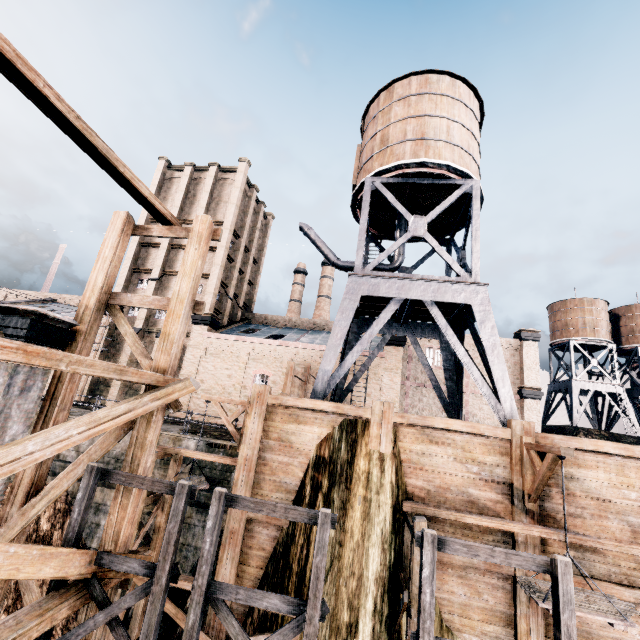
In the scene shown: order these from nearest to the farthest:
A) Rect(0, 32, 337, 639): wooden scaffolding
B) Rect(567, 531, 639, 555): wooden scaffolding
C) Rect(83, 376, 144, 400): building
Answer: Rect(0, 32, 337, 639): wooden scaffolding → Rect(567, 531, 639, 555): wooden scaffolding → Rect(83, 376, 144, 400): building

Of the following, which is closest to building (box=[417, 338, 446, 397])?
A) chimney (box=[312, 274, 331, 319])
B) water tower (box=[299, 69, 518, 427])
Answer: water tower (box=[299, 69, 518, 427])

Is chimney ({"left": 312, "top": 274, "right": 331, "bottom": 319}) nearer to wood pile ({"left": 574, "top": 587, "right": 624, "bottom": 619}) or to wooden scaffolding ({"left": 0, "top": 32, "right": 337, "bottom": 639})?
wooden scaffolding ({"left": 0, "top": 32, "right": 337, "bottom": 639})

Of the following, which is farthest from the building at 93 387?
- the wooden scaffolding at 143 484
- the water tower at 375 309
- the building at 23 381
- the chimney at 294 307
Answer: the building at 23 381

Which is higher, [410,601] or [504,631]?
[410,601]

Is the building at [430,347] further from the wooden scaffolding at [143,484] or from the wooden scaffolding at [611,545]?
the wooden scaffolding at [143,484]

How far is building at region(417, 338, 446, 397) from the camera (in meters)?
36.94
